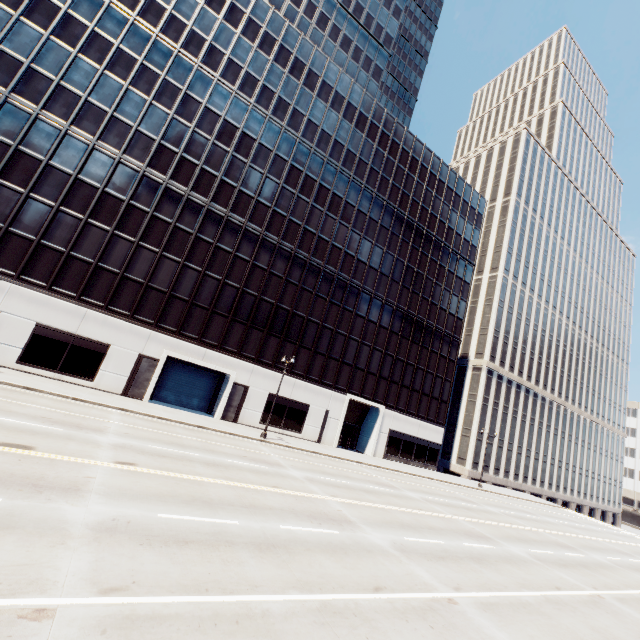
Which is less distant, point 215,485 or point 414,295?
point 215,485
